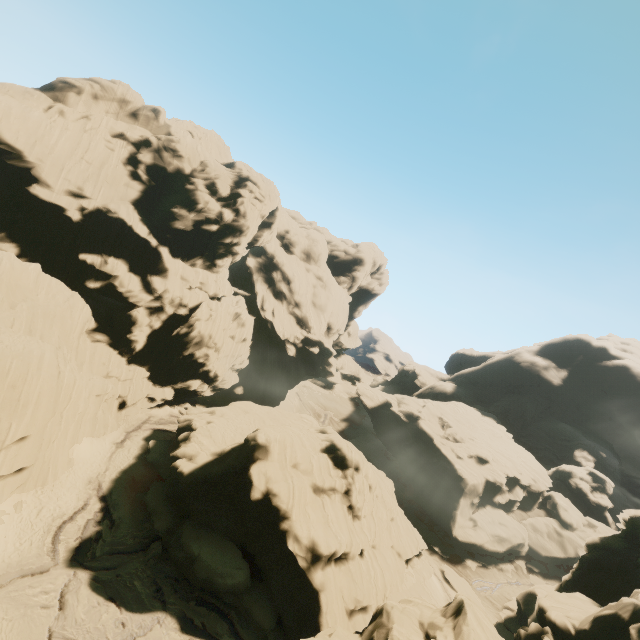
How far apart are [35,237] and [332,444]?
41.89m
